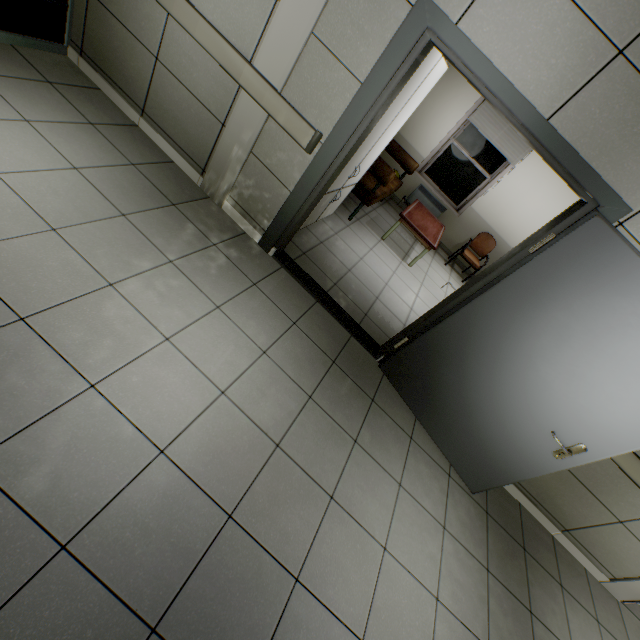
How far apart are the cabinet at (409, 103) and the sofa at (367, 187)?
0.4 meters

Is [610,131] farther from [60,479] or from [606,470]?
[60,479]

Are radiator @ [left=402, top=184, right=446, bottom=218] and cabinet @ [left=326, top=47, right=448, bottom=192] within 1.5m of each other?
no

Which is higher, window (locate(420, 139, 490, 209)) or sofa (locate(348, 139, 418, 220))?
window (locate(420, 139, 490, 209))

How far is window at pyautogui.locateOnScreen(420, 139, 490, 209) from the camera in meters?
6.5

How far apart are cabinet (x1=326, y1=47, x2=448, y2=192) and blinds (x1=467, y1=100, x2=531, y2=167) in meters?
3.3

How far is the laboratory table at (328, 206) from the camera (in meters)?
3.55

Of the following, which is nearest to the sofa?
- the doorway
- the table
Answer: the table
